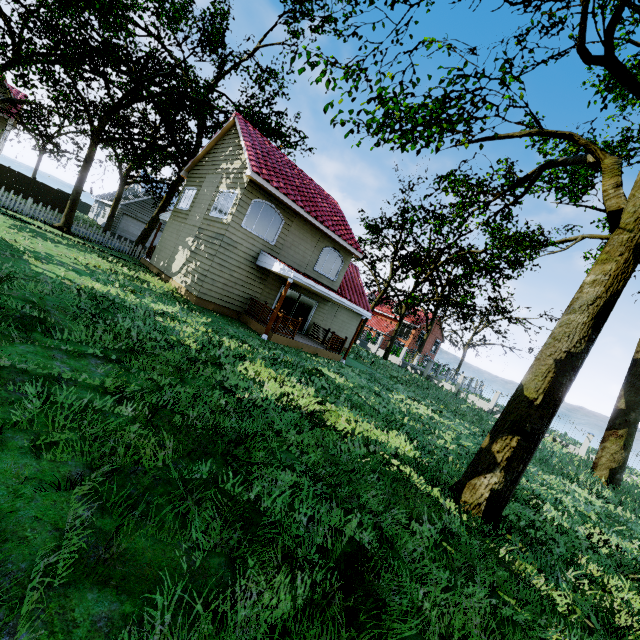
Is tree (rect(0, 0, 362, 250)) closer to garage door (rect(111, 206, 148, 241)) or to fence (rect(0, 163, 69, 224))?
fence (rect(0, 163, 69, 224))

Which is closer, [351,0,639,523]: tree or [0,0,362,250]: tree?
[351,0,639,523]: tree

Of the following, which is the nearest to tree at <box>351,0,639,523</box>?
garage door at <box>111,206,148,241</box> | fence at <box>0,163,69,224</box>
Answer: fence at <box>0,163,69,224</box>

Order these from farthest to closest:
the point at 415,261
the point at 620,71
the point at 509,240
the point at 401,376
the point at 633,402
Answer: the point at 415,261 < the point at 509,240 < the point at 401,376 < the point at 633,402 < the point at 620,71

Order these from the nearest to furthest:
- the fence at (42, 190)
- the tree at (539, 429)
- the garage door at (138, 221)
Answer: the tree at (539, 429) < the fence at (42, 190) < the garage door at (138, 221)

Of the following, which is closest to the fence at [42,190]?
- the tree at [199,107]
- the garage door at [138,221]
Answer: the tree at [199,107]
